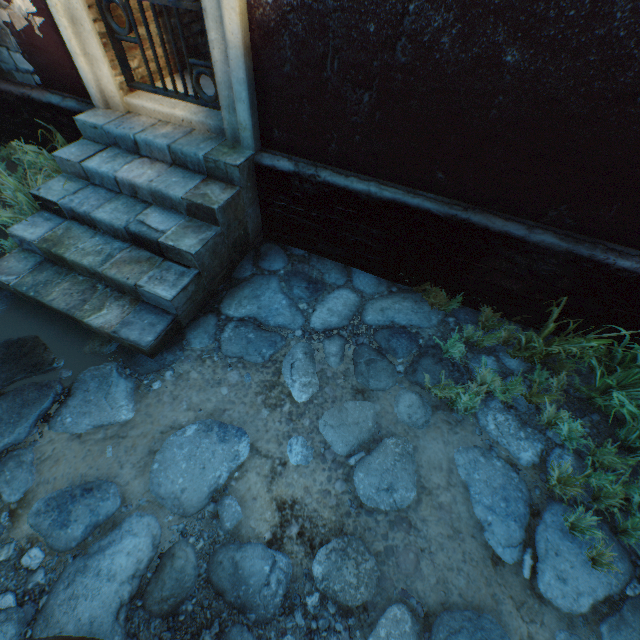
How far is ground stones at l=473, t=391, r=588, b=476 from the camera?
2.4m

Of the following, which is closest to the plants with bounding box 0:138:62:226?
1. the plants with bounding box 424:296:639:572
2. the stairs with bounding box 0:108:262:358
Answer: the stairs with bounding box 0:108:262:358

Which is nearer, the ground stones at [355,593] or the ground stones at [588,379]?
the ground stones at [355,593]

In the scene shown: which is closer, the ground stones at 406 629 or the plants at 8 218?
the ground stones at 406 629

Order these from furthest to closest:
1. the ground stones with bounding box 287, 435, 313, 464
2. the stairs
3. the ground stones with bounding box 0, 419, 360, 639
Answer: the stairs → the ground stones with bounding box 287, 435, 313, 464 → the ground stones with bounding box 0, 419, 360, 639

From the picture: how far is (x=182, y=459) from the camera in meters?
2.3

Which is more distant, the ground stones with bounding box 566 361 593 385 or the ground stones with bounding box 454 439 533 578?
the ground stones with bounding box 566 361 593 385

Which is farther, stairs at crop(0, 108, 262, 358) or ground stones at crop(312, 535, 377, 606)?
stairs at crop(0, 108, 262, 358)
